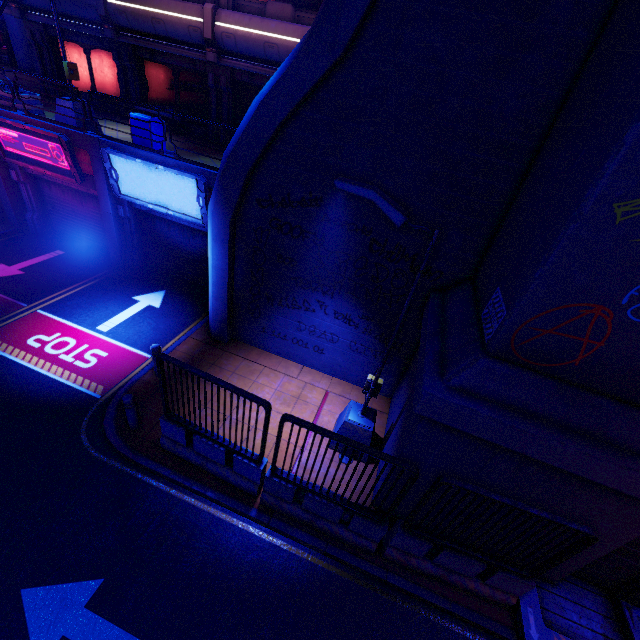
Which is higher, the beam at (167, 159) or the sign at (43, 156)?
the beam at (167, 159)

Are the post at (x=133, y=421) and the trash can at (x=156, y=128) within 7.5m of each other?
no

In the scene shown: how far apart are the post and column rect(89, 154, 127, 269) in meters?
7.9 m

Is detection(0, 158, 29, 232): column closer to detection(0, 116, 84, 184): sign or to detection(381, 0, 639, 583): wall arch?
detection(0, 116, 84, 184): sign

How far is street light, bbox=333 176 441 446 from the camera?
5.17m

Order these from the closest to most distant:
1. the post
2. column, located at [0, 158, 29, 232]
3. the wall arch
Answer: the wall arch
the post
column, located at [0, 158, 29, 232]

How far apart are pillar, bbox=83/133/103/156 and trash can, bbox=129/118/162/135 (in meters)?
0.39

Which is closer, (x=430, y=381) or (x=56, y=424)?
(x=430, y=381)
